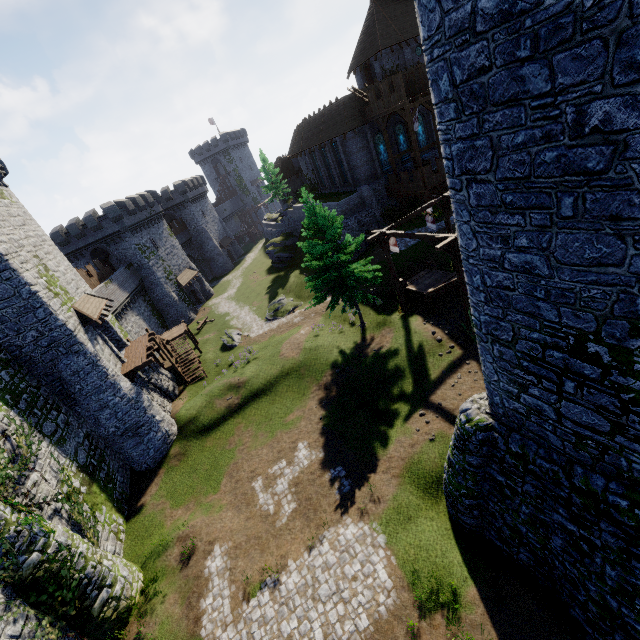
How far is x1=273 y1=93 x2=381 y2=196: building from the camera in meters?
34.5

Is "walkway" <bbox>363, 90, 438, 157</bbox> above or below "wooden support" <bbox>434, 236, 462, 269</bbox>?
above

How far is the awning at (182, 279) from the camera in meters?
45.4

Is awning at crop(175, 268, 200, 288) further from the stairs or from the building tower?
the building tower

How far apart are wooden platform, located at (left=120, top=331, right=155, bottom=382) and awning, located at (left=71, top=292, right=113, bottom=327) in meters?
3.1 m

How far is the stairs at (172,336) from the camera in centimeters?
2936cm

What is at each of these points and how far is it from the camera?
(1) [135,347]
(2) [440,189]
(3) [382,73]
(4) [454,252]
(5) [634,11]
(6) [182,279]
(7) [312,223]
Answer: (1) wooden platform, 24.95m
(2) walkway, 33.00m
(3) building, 37.72m
(4) wooden support, 16.62m
(5) building tower, 3.14m
(6) awning, 46.41m
(7) instancedfoliageactor, 20.92m

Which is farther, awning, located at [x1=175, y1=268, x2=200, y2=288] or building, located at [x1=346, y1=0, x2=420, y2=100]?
awning, located at [x1=175, y1=268, x2=200, y2=288]
